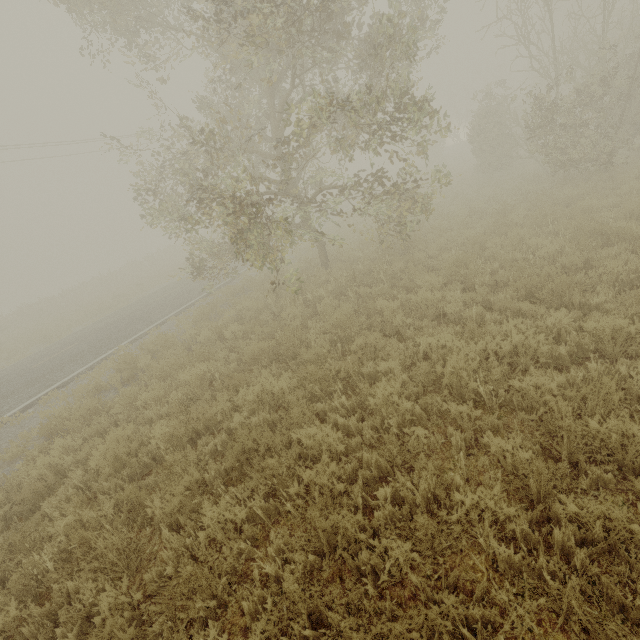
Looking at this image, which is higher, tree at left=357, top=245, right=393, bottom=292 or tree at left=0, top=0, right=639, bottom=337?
tree at left=0, top=0, right=639, bottom=337

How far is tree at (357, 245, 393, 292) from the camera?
9.0 meters

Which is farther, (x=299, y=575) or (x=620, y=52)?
(x=620, y=52)

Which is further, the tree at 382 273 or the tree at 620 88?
the tree at 382 273

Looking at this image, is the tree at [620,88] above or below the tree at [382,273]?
above

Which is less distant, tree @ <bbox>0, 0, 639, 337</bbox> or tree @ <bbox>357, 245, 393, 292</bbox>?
tree @ <bbox>0, 0, 639, 337</bbox>
